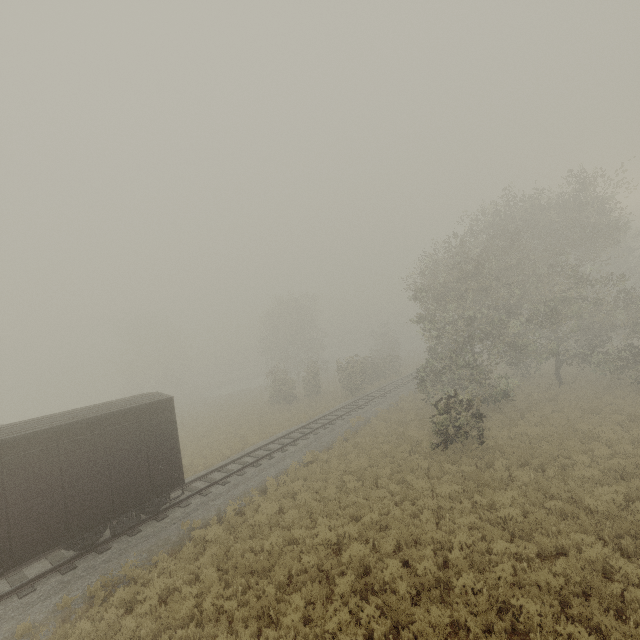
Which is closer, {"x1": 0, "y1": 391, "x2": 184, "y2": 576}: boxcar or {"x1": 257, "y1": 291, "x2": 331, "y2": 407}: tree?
{"x1": 0, "y1": 391, "x2": 184, "y2": 576}: boxcar

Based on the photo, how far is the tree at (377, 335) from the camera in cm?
3256

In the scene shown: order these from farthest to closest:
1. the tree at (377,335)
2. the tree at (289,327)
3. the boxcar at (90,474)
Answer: the tree at (289,327) < the tree at (377,335) < the boxcar at (90,474)

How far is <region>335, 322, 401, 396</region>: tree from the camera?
32.56m

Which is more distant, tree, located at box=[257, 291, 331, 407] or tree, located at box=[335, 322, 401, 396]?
tree, located at box=[257, 291, 331, 407]

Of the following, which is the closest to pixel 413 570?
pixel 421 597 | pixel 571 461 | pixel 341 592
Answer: pixel 421 597

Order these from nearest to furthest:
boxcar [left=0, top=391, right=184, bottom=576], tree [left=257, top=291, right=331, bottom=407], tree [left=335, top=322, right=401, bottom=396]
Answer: boxcar [left=0, top=391, right=184, bottom=576] < tree [left=335, top=322, right=401, bottom=396] < tree [left=257, top=291, right=331, bottom=407]
